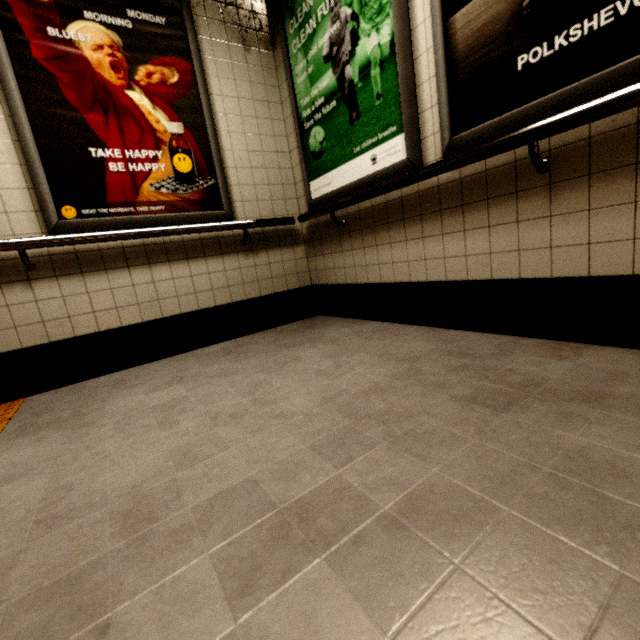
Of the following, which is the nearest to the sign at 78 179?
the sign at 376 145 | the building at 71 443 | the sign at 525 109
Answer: the building at 71 443

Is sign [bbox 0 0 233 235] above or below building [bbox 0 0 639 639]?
Answer: above

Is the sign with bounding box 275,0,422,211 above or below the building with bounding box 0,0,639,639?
above

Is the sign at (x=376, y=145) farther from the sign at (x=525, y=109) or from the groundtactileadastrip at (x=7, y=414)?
the groundtactileadastrip at (x=7, y=414)

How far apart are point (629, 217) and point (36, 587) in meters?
2.2 m

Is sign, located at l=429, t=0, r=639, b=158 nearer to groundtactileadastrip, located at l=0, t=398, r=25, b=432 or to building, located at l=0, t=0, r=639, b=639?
building, located at l=0, t=0, r=639, b=639

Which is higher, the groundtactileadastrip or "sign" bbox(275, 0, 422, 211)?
Answer: "sign" bbox(275, 0, 422, 211)

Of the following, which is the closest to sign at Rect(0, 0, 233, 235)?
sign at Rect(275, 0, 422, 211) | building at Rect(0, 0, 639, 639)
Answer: building at Rect(0, 0, 639, 639)
